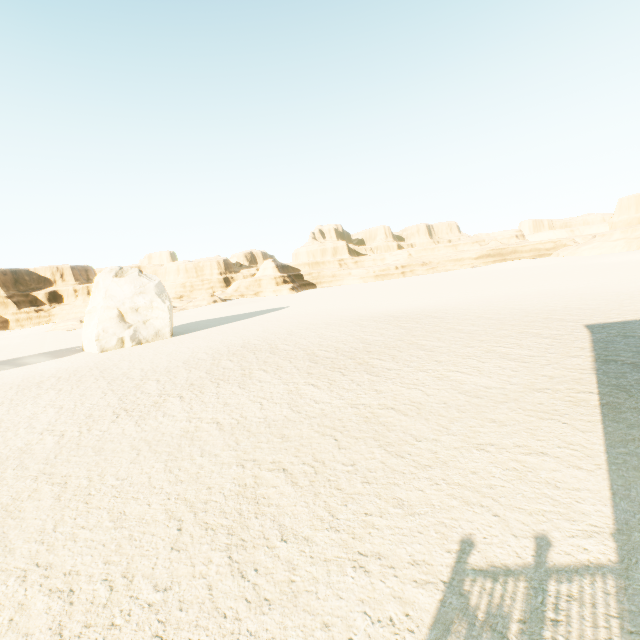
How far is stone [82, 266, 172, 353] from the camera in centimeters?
2698cm

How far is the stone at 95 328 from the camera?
26.98m

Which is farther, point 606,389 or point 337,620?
point 606,389
